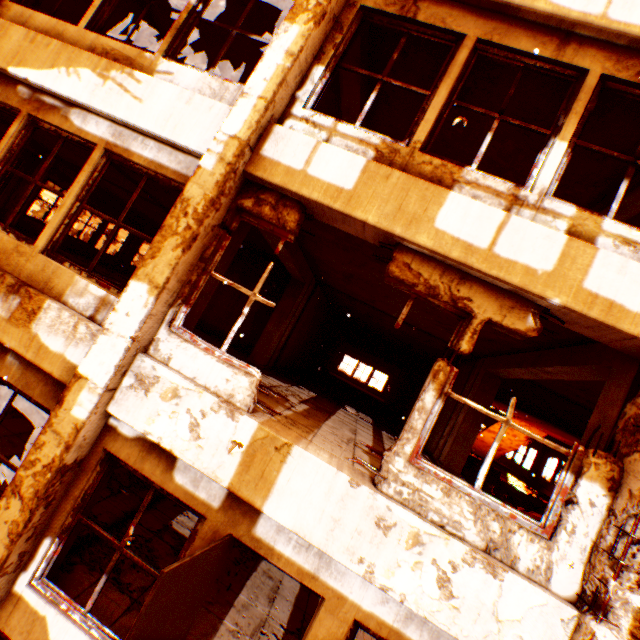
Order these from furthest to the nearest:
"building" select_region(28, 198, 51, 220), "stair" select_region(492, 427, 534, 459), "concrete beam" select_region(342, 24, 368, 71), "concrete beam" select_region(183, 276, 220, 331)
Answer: "building" select_region(28, 198, 51, 220) → "stair" select_region(492, 427, 534, 459) → "concrete beam" select_region(342, 24, 368, 71) → "concrete beam" select_region(183, 276, 220, 331)

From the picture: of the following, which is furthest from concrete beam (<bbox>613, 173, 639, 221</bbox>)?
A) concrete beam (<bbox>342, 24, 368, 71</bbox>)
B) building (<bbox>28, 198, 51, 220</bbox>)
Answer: building (<bbox>28, 198, 51, 220</bbox>)

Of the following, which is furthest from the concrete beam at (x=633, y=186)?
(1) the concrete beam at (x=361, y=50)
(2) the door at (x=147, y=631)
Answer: (1) the concrete beam at (x=361, y=50)

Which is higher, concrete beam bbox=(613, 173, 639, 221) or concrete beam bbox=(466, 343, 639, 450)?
concrete beam bbox=(613, 173, 639, 221)

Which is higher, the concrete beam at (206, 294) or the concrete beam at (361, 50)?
A: the concrete beam at (361, 50)

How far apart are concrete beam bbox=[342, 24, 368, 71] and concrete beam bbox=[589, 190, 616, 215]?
4.59m

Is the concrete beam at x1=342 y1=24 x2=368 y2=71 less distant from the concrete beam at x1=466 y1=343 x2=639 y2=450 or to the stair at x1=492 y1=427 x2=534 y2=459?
the concrete beam at x1=466 y1=343 x2=639 y2=450

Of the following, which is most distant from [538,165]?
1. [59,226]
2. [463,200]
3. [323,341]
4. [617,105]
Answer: [323,341]
